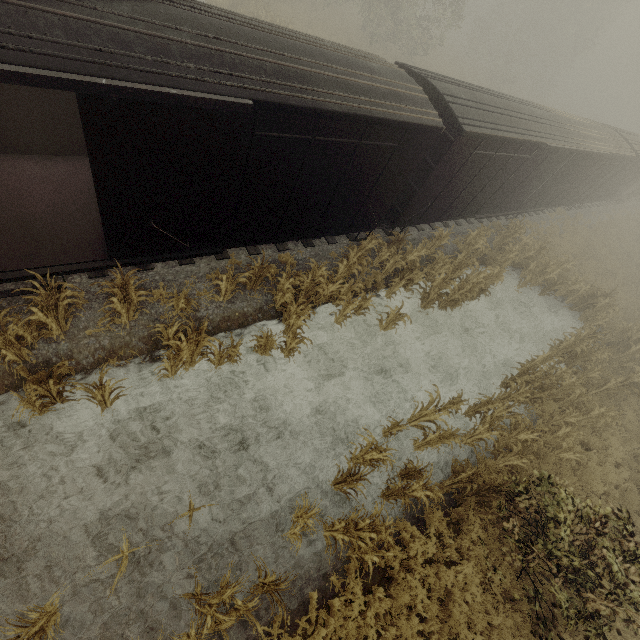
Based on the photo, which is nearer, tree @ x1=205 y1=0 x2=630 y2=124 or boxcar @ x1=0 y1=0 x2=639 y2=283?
boxcar @ x1=0 y1=0 x2=639 y2=283

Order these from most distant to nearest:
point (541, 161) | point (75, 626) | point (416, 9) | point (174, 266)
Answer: point (416, 9)
point (541, 161)
point (174, 266)
point (75, 626)

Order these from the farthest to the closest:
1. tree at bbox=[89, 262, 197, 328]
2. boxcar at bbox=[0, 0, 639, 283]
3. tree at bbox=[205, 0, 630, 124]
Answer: tree at bbox=[205, 0, 630, 124] → tree at bbox=[89, 262, 197, 328] → boxcar at bbox=[0, 0, 639, 283]

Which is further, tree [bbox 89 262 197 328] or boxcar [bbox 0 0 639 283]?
tree [bbox 89 262 197 328]

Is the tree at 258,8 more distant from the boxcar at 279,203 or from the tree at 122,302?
the tree at 122,302

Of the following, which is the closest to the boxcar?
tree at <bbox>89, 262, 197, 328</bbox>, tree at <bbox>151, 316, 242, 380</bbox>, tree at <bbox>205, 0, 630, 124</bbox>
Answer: tree at <bbox>89, 262, 197, 328</bbox>

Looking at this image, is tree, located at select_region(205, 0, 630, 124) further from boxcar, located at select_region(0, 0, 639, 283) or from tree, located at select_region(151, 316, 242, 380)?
tree, located at select_region(151, 316, 242, 380)
